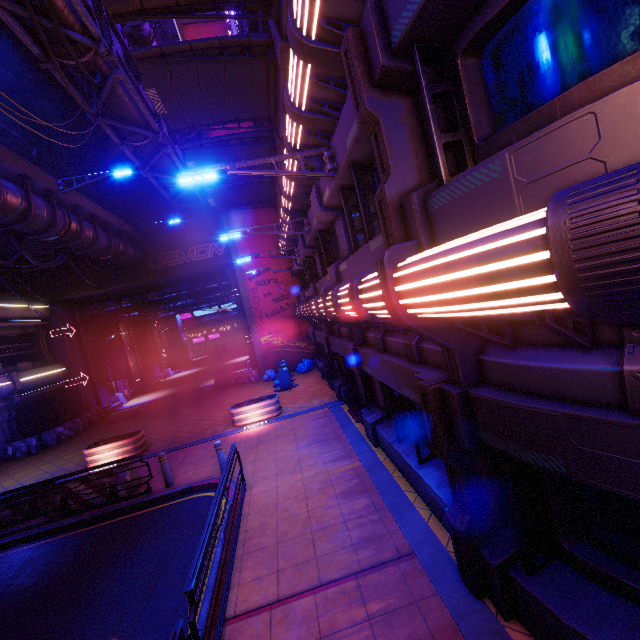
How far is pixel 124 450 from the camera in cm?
1341

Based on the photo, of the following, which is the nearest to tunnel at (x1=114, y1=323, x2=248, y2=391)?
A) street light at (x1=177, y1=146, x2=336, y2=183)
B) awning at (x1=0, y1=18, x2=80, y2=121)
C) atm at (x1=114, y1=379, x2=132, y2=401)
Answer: atm at (x1=114, y1=379, x2=132, y2=401)

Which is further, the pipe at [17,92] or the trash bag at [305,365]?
the trash bag at [305,365]

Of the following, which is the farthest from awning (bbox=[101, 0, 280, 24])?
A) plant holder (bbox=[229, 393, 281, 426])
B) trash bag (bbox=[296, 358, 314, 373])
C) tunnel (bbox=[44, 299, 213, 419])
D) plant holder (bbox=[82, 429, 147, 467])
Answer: trash bag (bbox=[296, 358, 314, 373])

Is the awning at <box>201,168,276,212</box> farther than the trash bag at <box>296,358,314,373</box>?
No

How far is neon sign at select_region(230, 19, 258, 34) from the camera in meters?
11.8

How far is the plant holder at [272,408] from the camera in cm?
1406

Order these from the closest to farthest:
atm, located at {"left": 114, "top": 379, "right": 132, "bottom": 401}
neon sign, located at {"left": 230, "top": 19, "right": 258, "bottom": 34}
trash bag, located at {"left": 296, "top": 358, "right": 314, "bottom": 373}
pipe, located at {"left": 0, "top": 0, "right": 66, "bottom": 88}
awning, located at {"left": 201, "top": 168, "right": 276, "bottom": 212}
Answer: pipe, located at {"left": 0, "top": 0, "right": 66, "bottom": 88} → neon sign, located at {"left": 230, "top": 19, "right": 258, "bottom": 34} → awning, located at {"left": 201, "top": 168, "right": 276, "bottom": 212} → trash bag, located at {"left": 296, "top": 358, "right": 314, "bottom": 373} → atm, located at {"left": 114, "top": 379, "right": 132, "bottom": 401}
